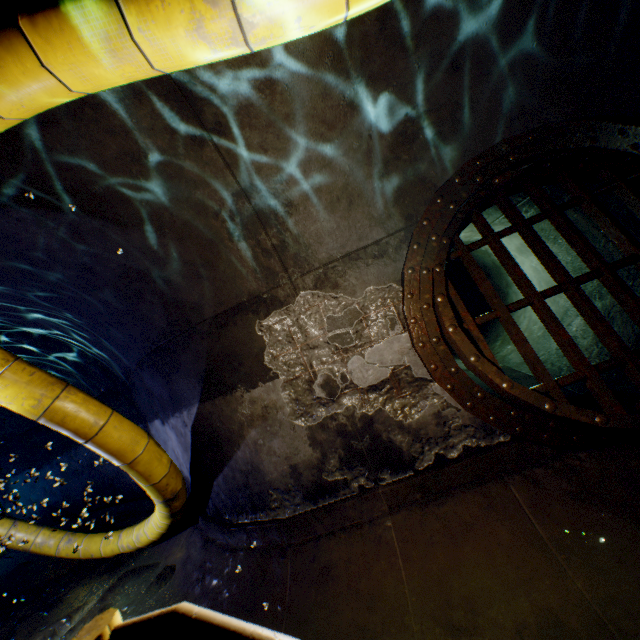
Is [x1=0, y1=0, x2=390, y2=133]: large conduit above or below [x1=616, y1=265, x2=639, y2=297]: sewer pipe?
above

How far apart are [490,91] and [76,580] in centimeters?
920cm

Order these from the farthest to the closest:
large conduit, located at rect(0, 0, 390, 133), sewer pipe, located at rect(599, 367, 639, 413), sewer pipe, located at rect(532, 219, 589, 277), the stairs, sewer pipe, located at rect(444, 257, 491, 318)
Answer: sewer pipe, located at rect(444, 257, 491, 318)
sewer pipe, located at rect(532, 219, 589, 277)
sewer pipe, located at rect(599, 367, 639, 413)
large conduit, located at rect(0, 0, 390, 133)
the stairs

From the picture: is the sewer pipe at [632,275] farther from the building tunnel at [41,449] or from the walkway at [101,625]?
the walkway at [101,625]

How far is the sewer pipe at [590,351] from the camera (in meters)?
4.12

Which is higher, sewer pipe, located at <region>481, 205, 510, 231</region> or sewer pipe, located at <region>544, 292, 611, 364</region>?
sewer pipe, located at <region>481, 205, 510, 231</region>

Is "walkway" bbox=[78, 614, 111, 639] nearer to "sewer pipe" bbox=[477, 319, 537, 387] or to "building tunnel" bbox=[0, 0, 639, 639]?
"building tunnel" bbox=[0, 0, 639, 639]
